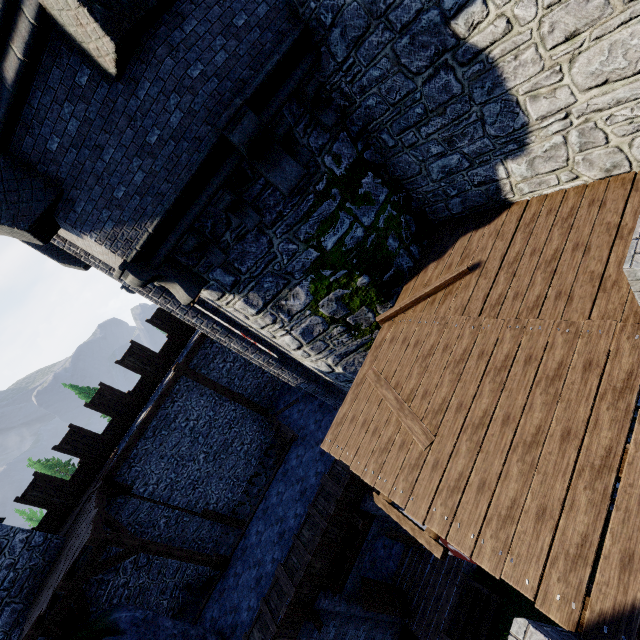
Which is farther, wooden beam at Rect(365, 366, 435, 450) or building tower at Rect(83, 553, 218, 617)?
building tower at Rect(83, 553, 218, 617)

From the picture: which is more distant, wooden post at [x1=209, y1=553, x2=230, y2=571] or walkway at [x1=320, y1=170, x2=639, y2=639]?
wooden post at [x1=209, y1=553, x2=230, y2=571]

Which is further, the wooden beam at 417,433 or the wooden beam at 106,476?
the wooden beam at 106,476

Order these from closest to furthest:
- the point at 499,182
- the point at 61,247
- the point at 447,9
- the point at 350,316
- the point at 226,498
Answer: the point at 447,9 → the point at 499,182 → the point at 350,316 → the point at 61,247 → the point at 226,498

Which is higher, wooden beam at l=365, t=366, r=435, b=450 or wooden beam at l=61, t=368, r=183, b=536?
wooden beam at l=61, t=368, r=183, b=536

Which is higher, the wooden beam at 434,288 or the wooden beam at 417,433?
the wooden beam at 434,288

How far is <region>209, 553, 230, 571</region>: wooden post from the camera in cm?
1177

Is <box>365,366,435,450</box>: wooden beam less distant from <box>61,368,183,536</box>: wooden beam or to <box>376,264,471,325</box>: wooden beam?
<box>376,264,471,325</box>: wooden beam
